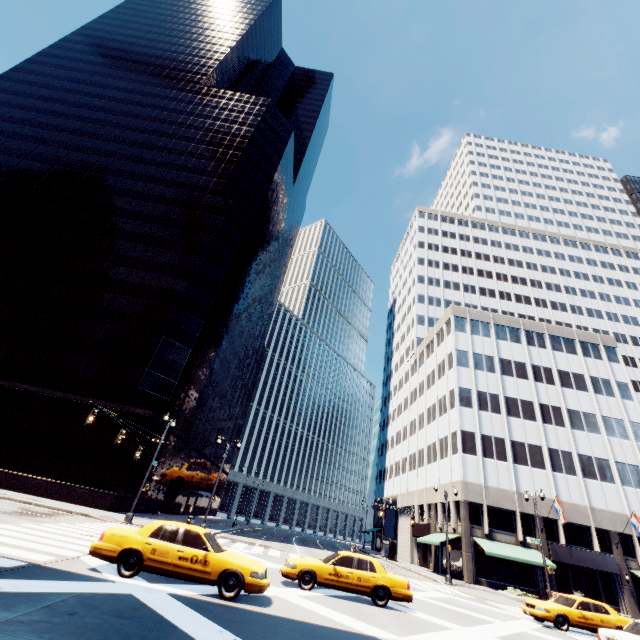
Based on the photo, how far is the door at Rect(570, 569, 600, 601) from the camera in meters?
31.3

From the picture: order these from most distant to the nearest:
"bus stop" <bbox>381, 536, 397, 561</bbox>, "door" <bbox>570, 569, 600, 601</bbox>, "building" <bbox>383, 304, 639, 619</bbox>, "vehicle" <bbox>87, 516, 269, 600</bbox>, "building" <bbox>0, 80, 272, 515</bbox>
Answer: "bus stop" <bbox>381, 536, 397, 561</bbox>, "building" <bbox>383, 304, 639, 619</bbox>, "door" <bbox>570, 569, 600, 601</bbox>, "building" <bbox>0, 80, 272, 515</bbox>, "vehicle" <bbox>87, 516, 269, 600</bbox>

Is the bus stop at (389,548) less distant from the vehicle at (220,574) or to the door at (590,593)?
the door at (590,593)

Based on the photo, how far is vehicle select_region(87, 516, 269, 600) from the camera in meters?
9.1

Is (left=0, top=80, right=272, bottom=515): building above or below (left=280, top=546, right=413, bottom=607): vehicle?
above

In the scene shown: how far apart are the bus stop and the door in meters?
18.7 m

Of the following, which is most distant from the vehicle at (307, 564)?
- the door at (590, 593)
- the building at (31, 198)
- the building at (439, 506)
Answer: the door at (590, 593)

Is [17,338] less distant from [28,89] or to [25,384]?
[25,384]
